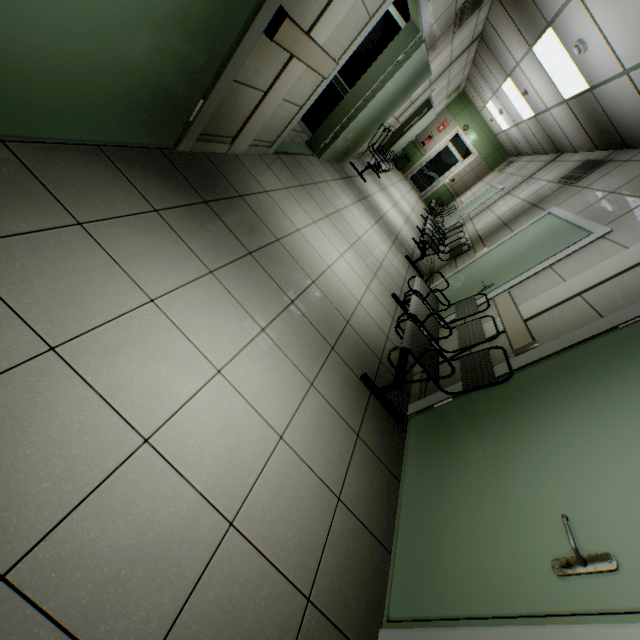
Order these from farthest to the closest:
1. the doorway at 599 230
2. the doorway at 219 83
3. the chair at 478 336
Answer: the doorway at 599 230
the chair at 478 336
the doorway at 219 83

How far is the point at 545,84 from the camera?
5.43m

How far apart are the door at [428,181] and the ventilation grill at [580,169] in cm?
825

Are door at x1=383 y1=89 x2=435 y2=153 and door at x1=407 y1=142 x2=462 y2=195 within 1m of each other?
no

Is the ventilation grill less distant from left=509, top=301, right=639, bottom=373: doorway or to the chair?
the chair

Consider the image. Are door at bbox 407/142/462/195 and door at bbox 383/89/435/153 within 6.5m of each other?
yes

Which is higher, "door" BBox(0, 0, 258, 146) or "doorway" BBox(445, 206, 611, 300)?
"doorway" BBox(445, 206, 611, 300)

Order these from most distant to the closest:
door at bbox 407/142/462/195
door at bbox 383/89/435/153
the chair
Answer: door at bbox 407/142/462/195, door at bbox 383/89/435/153, the chair
